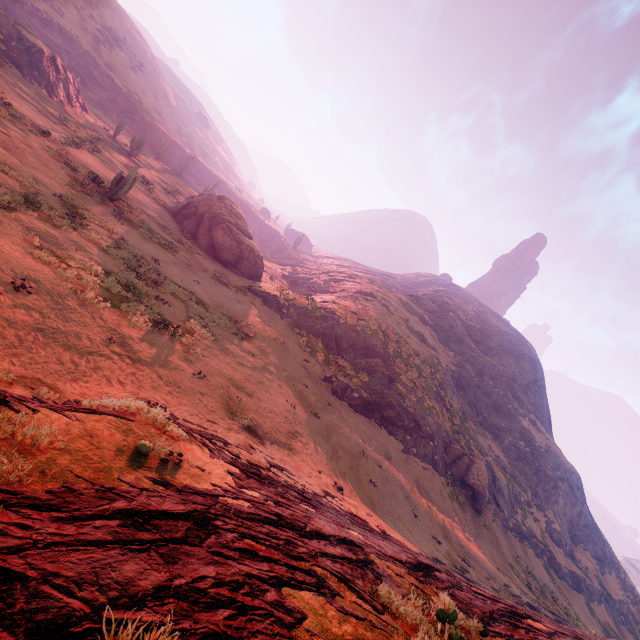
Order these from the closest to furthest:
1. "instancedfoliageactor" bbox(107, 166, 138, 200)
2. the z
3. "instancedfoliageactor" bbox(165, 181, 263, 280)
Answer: the z, "instancedfoliageactor" bbox(107, 166, 138, 200), "instancedfoliageactor" bbox(165, 181, 263, 280)

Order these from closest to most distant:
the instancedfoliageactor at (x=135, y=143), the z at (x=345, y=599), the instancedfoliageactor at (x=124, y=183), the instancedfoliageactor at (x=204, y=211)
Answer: the z at (x=345, y=599)
the instancedfoliageactor at (x=124, y=183)
the instancedfoliageactor at (x=204, y=211)
the instancedfoliageactor at (x=135, y=143)

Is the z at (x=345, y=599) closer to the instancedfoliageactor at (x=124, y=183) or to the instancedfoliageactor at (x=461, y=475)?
the instancedfoliageactor at (x=461, y=475)

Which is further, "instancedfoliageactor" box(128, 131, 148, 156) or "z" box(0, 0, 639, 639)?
"instancedfoliageactor" box(128, 131, 148, 156)

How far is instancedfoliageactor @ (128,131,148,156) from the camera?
38.9m

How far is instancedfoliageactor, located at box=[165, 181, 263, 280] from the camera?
30.20m

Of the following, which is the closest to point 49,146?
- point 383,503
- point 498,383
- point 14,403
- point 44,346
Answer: point 44,346

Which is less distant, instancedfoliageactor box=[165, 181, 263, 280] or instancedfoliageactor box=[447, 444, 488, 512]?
instancedfoliageactor box=[447, 444, 488, 512]
